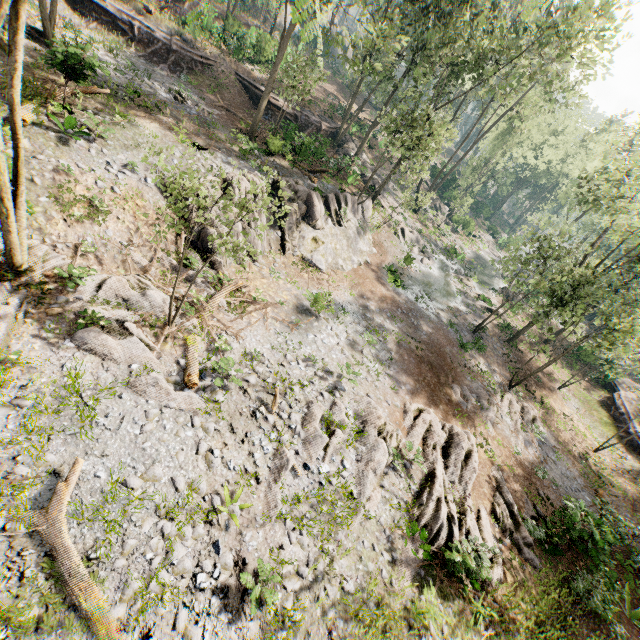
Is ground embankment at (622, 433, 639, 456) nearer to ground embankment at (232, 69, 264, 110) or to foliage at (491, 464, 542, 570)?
foliage at (491, 464, 542, 570)

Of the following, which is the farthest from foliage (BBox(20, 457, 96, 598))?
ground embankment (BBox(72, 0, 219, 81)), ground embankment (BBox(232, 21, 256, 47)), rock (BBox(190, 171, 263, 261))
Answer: ground embankment (BBox(72, 0, 219, 81))

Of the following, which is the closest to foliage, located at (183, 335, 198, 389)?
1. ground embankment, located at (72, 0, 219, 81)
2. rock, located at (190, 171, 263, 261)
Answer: rock, located at (190, 171, 263, 261)

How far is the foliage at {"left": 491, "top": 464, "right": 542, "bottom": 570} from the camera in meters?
12.8 m

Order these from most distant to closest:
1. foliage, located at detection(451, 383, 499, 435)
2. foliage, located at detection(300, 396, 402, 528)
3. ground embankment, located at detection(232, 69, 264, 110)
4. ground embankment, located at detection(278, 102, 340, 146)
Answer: ground embankment, located at detection(232, 69, 264, 110), ground embankment, located at detection(278, 102, 340, 146), foliage, located at detection(451, 383, 499, 435), foliage, located at detection(300, 396, 402, 528)

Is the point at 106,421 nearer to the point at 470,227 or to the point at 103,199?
the point at 103,199

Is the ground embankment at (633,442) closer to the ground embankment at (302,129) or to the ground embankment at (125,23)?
the ground embankment at (302,129)

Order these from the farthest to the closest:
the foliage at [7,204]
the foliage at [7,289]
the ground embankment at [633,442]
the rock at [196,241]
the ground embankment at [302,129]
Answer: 1. the ground embankment at [302,129]
2. the ground embankment at [633,442]
3. the rock at [196,241]
4. the foliage at [7,289]
5. the foliage at [7,204]
